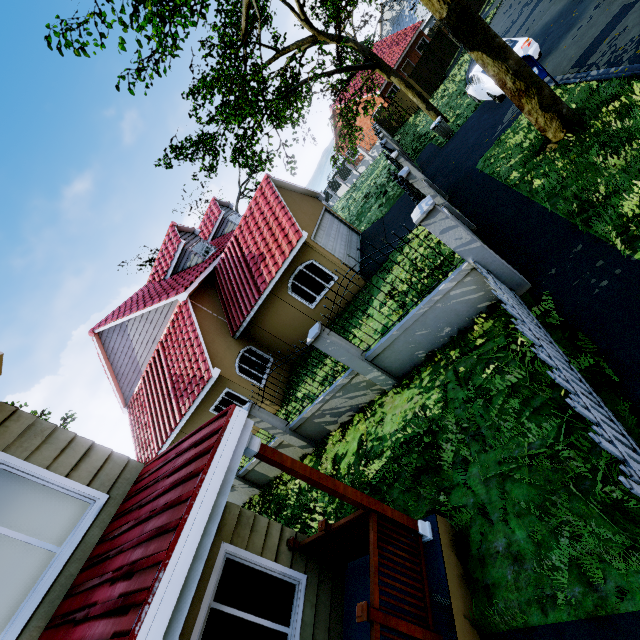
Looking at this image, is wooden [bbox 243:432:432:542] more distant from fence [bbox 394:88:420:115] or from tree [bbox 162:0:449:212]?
fence [bbox 394:88:420:115]

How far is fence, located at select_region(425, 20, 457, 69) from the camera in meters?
26.6 m

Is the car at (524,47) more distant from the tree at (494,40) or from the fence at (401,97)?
the fence at (401,97)

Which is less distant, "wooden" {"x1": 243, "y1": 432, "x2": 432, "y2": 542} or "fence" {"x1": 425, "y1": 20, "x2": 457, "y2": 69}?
"wooden" {"x1": 243, "y1": 432, "x2": 432, "y2": 542}

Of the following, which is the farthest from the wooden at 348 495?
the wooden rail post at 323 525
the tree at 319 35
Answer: the tree at 319 35

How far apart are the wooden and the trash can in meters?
16.5 m

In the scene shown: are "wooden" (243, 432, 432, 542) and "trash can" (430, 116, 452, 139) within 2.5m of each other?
no

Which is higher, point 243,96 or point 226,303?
point 243,96
